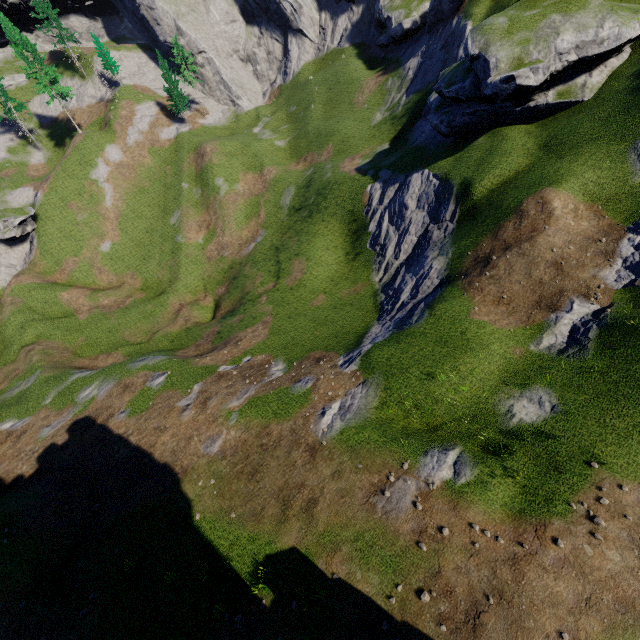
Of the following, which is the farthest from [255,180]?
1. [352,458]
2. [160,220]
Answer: [352,458]
